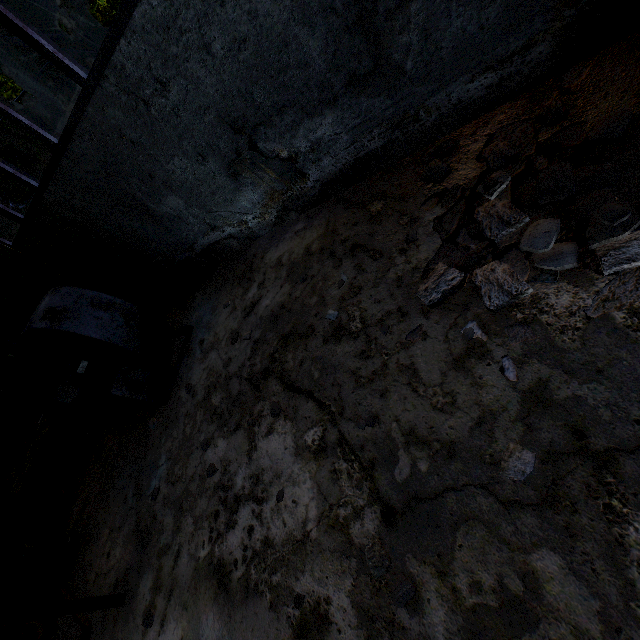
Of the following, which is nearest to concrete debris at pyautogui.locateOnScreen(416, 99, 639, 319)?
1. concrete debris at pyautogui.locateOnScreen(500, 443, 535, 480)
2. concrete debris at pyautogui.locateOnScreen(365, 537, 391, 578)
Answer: concrete debris at pyautogui.locateOnScreen(500, 443, 535, 480)

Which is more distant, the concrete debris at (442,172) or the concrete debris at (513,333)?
the concrete debris at (442,172)

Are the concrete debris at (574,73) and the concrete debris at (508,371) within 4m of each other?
yes

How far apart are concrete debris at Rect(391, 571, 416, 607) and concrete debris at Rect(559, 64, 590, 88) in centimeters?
386cm

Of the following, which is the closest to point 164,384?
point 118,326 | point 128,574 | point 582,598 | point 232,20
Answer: point 118,326

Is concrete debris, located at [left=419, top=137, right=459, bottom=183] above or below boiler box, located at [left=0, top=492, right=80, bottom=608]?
below

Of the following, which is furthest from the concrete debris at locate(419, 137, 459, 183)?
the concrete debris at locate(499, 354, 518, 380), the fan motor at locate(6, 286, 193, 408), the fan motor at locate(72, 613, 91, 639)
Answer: the fan motor at locate(72, 613, 91, 639)

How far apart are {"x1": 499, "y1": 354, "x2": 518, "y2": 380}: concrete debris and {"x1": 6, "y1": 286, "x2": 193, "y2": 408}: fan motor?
4.7 meters
